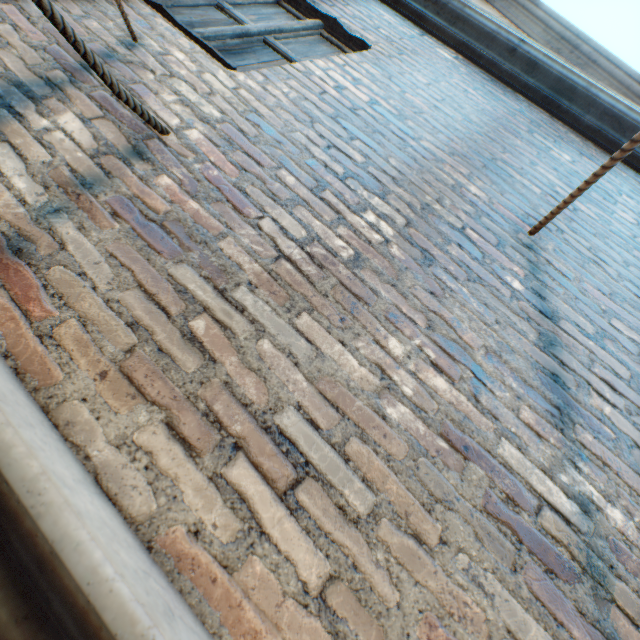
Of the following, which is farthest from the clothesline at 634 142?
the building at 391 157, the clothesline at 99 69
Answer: the clothesline at 99 69

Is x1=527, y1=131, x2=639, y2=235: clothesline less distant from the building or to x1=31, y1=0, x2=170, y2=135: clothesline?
the building

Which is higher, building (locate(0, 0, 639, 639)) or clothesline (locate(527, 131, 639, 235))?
clothesline (locate(527, 131, 639, 235))

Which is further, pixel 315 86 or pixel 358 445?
pixel 315 86

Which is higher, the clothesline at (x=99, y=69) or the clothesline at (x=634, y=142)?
the clothesline at (x=634, y=142)

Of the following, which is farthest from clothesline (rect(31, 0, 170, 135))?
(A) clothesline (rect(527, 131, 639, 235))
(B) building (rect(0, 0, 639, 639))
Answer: (A) clothesline (rect(527, 131, 639, 235))

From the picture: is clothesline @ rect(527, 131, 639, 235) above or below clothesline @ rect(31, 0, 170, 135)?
above
